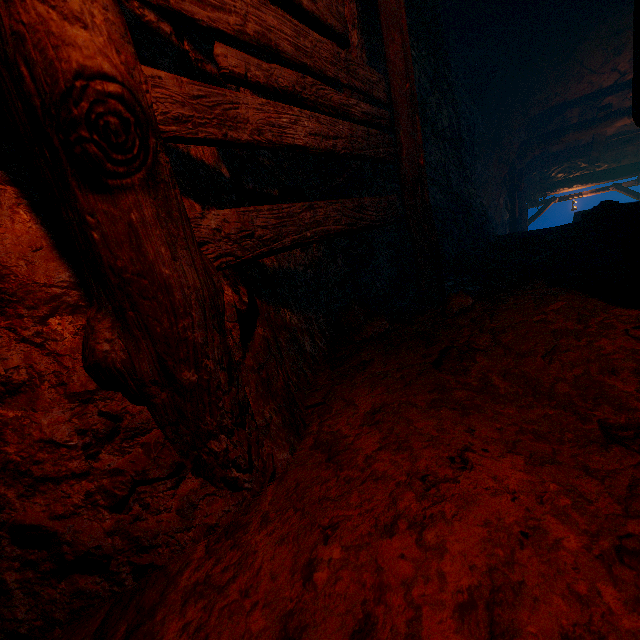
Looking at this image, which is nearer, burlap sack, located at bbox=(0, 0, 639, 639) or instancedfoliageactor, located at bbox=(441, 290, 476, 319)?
burlap sack, located at bbox=(0, 0, 639, 639)

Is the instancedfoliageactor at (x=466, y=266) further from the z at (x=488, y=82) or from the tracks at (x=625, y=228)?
the z at (x=488, y=82)

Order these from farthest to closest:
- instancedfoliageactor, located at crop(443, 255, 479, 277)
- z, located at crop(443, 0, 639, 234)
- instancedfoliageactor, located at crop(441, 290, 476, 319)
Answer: z, located at crop(443, 0, 639, 234) < instancedfoliageactor, located at crop(443, 255, 479, 277) < instancedfoliageactor, located at crop(441, 290, 476, 319)

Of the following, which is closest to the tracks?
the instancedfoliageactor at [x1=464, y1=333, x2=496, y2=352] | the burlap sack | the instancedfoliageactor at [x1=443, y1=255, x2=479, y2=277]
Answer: the burlap sack

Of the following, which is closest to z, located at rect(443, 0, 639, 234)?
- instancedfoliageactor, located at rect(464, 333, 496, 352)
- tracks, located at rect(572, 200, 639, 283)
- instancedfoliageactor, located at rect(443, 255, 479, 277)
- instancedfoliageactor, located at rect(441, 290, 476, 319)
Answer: tracks, located at rect(572, 200, 639, 283)

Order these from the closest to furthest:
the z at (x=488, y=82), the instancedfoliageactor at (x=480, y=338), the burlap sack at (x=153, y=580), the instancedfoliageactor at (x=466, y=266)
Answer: the burlap sack at (x=153, y=580), the instancedfoliageactor at (x=480, y=338), the instancedfoliageactor at (x=466, y=266), the z at (x=488, y=82)

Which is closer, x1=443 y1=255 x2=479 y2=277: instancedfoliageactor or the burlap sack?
the burlap sack

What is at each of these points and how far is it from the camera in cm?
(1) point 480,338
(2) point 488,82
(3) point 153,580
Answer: (1) instancedfoliageactor, 184
(2) z, 701
(3) burlap sack, 86
